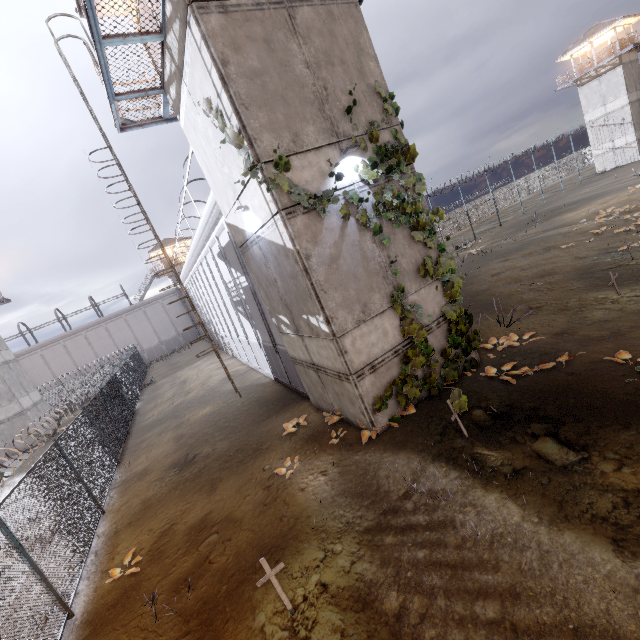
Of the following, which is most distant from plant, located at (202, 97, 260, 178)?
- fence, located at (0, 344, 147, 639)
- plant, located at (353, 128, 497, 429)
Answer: fence, located at (0, 344, 147, 639)

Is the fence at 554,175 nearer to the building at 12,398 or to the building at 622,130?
the building at 622,130

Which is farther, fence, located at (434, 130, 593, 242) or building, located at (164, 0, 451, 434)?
fence, located at (434, 130, 593, 242)

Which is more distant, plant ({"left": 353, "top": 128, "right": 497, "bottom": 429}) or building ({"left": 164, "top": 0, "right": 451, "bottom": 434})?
plant ({"left": 353, "top": 128, "right": 497, "bottom": 429})

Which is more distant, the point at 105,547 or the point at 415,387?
the point at 105,547

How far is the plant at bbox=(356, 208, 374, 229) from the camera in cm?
731

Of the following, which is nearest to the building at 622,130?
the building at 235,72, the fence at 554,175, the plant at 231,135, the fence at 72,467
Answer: the fence at 554,175

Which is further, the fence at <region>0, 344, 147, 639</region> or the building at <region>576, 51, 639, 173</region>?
the building at <region>576, 51, 639, 173</region>
